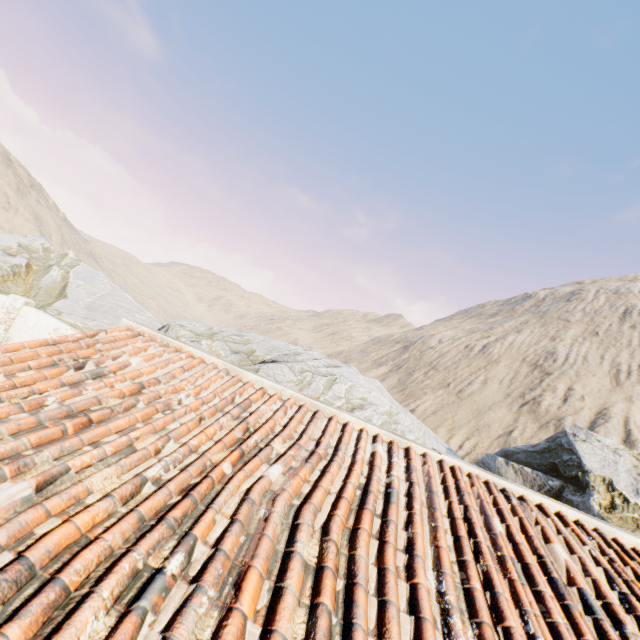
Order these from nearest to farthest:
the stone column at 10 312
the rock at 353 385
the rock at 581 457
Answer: the rock at 581 457, the stone column at 10 312, the rock at 353 385

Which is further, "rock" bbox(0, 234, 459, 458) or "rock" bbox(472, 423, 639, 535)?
"rock" bbox(0, 234, 459, 458)

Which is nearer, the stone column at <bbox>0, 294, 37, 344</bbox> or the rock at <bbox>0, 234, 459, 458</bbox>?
the stone column at <bbox>0, 294, 37, 344</bbox>

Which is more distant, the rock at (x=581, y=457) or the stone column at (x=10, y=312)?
the stone column at (x=10, y=312)

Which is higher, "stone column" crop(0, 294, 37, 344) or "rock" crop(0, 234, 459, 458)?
"rock" crop(0, 234, 459, 458)

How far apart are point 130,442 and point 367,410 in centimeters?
1203cm

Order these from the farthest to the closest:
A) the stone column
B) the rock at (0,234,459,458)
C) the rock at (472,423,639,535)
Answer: the rock at (0,234,459,458) < the stone column < the rock at (472,423,639,535)
